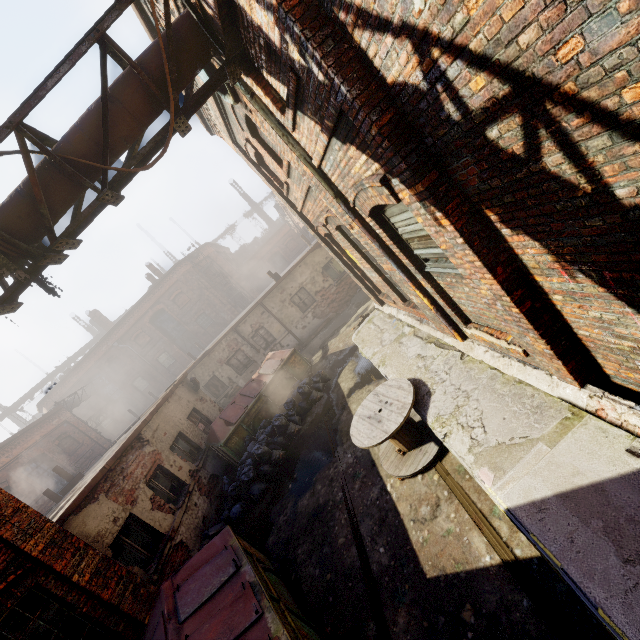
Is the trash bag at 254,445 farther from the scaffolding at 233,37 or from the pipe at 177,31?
the scaffolding at 233,37

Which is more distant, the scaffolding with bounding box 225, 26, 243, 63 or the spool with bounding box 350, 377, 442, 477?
the spool with bounding box 350, 377, 442, 477

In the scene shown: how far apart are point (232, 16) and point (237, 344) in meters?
15.6

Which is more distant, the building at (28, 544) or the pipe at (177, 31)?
the building at (28, 544)

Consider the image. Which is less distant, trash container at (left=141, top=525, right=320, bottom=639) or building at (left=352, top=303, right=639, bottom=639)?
building at (left=352, top=303, right=639, bottom=639)

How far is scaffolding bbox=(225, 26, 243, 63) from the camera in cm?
385

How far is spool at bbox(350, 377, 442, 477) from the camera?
5.5 meters

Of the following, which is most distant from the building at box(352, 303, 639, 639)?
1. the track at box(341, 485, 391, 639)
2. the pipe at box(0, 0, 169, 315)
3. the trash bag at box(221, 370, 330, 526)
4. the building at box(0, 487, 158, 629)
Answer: the building at box(0, 487, 158, 629)
